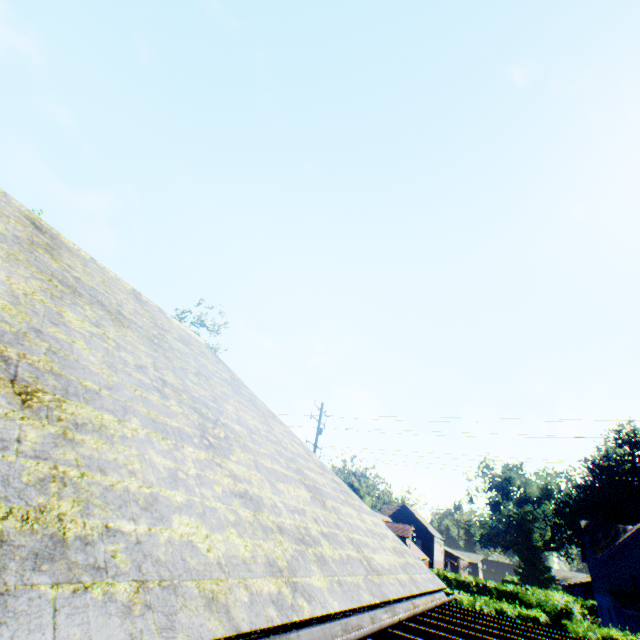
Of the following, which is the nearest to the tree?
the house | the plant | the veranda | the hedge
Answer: the hedge

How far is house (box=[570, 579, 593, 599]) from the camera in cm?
5862

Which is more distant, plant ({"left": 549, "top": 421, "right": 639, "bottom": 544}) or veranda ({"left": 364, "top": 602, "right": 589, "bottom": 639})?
plant ({"left": 549, "top": 421, "right": 639, "bottom": 544})

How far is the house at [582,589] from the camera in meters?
58.6

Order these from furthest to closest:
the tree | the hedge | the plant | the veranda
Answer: the plant, the tree, the hedge, the veranda

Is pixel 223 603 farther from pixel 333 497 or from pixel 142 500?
pixel 333 497

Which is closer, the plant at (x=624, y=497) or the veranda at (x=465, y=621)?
the veranda at (x=465, y=621)

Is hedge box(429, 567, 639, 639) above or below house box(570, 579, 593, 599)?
below
